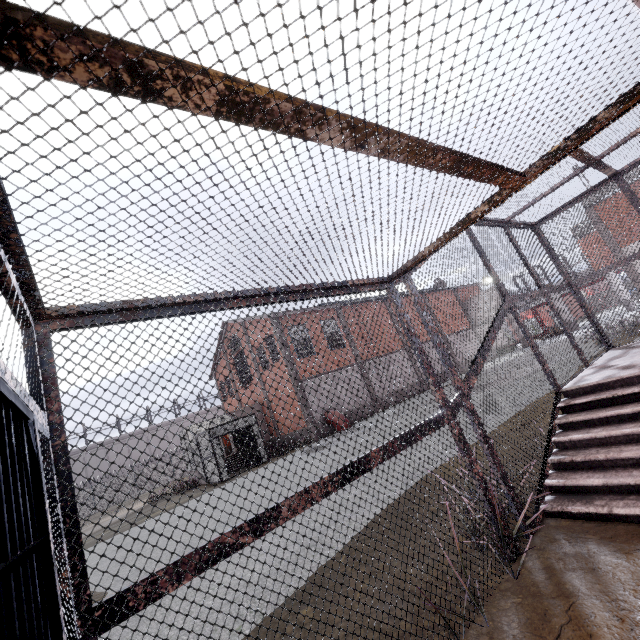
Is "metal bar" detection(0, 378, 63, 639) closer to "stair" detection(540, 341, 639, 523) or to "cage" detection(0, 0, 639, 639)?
"cage" detection(0, 0, 639, 639)

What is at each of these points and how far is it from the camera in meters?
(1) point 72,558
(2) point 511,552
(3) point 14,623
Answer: (1) cage, 1.5
(2) cage, 2.9
(3) metal bar, 0.7

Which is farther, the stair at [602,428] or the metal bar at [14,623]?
the stair at [602,428]

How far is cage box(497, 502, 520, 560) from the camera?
2.86m

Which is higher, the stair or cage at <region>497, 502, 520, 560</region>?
the stair

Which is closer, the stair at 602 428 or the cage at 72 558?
the cage at 72 558

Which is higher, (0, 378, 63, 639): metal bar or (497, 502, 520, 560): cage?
(0, 378, 63, 639): metal bar

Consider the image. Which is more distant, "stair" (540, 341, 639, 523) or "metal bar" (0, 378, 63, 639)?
"stair" (540, 341, 639, 523)
